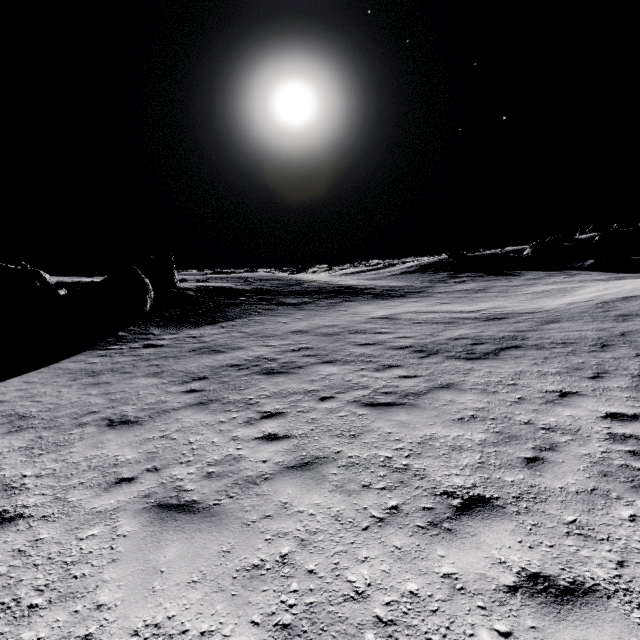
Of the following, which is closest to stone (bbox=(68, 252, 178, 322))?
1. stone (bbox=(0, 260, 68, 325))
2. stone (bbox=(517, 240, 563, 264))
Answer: stone (bbox=(0, 260, 68, 325))

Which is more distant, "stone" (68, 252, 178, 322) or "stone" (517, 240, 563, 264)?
"stone" (517, 240, 563, 264)

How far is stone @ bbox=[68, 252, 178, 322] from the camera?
18.9 meters

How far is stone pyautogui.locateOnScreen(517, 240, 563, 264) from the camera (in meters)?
42.38

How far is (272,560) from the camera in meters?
3.1

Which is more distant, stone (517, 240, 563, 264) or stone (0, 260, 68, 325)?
stone (517, 240, 563, 264)

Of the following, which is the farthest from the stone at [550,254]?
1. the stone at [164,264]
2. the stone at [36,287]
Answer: the stone at [36,287]

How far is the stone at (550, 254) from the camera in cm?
4238
